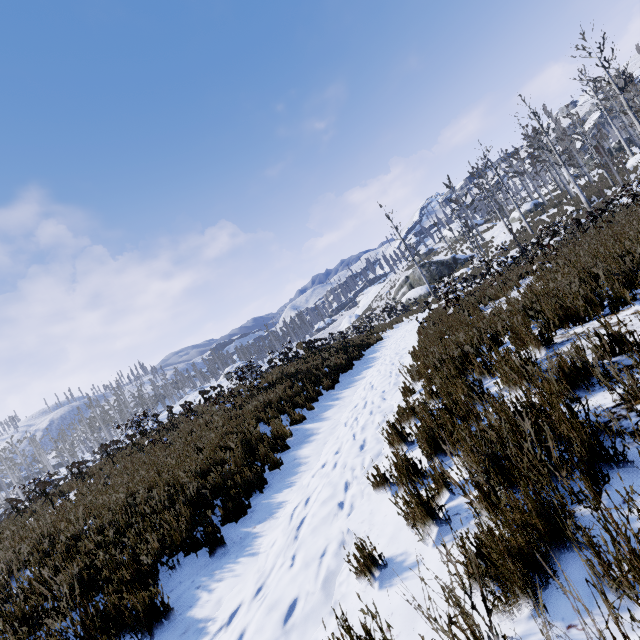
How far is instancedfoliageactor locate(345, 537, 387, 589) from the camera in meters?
2.3 m

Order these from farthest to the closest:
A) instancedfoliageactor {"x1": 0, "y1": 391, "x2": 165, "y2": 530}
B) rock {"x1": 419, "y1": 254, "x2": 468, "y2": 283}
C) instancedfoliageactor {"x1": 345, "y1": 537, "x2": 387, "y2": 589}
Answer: rock {"x1": 419, "y1": 254, "x2": 468, "y2": 283} → instancedfoliageactor {"x1": 0, "y1": 391, "x2": 165, "y2": 530} → instancedfoliageactor {"x1": 345, "y1": 537, "x2": 387, "y2": 589}

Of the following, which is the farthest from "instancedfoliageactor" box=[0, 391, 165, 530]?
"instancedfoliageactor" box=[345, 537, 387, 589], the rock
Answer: the rock

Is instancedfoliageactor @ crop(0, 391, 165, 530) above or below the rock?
above

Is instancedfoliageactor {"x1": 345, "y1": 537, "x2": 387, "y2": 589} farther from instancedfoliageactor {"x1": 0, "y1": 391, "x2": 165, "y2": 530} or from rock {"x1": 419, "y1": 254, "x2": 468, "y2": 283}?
rock {"x1": 419, "y1": 254, "x2": 468, "y2": 283}

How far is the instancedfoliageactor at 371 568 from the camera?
2.3 meters

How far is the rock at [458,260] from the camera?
37.28m

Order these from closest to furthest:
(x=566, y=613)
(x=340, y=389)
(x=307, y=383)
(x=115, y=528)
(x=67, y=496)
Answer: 1. (x=566, y=613)
2. (x=115, y=528)
3. (x=340, y=389)
4. (x=307, y=383)
5. (x=67, y=496)
